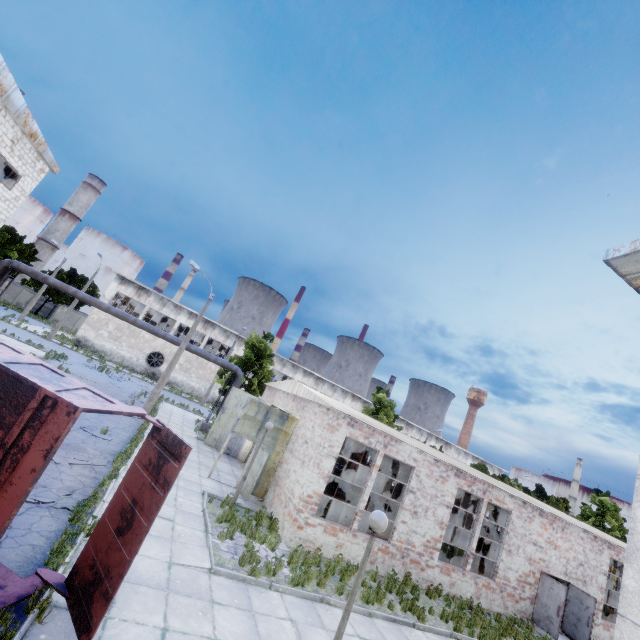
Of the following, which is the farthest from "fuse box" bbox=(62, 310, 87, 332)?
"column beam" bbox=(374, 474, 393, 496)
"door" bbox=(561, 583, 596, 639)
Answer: "door" bbox=(561, 583, 596, 639)

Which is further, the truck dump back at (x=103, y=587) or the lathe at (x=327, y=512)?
the lathe at (x=327, y=512)

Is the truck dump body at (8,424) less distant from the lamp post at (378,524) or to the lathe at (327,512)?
the lamp post at (378,524)

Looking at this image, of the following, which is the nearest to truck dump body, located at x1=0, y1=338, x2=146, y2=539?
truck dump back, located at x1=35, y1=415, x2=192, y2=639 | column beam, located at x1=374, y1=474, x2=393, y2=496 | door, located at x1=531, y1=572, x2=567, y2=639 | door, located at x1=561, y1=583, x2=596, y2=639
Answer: truck dump back, located at x1=35, y1=415, x2=192, y2=639

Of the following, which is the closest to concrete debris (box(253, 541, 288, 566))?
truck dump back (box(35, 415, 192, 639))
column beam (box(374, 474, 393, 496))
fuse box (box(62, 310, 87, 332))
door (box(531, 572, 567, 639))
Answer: truck dump back (box(35, 415, 192, 639))

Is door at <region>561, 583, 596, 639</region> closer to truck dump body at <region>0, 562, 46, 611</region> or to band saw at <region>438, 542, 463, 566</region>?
band saw at <region>438, 542, 463, 566</region>

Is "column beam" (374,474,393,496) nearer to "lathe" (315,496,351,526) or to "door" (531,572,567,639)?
"lathe" (315,496,351,526)

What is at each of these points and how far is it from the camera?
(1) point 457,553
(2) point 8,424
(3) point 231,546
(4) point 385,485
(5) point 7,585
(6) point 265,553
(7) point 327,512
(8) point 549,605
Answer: (1) band saw, 15.0m
(2) truck dump body, 4.7m
(3) concrete debris, 9.5m
(4) column beam, 16.5m
(5) truck dump body, 5.0m
(6) concrete debris, 9.7m
(7) lathe, 13.4m
(8) door, 15.0m
